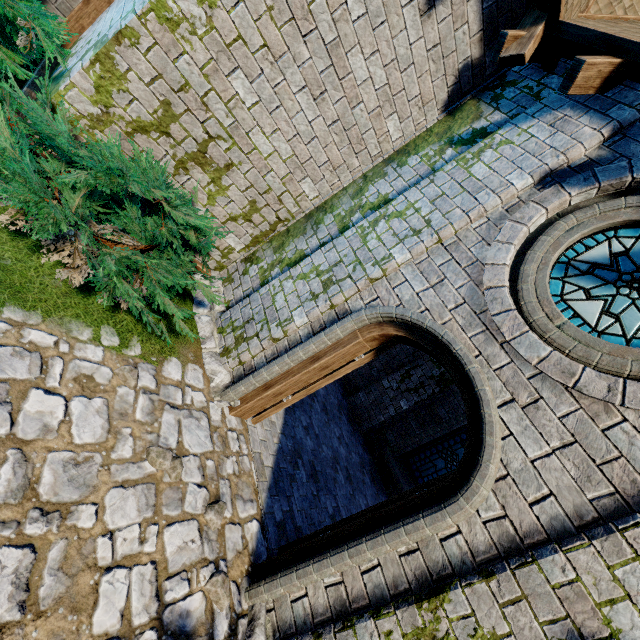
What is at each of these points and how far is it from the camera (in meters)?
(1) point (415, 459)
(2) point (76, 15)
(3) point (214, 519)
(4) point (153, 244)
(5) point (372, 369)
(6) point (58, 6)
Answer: (1) window glass, 8.43
(2) wooden post, 4.76
(3) instancedfoliageactor, 3.11
(4) bush, 3.43
(5) building, 9.58
(6) building, 4.81

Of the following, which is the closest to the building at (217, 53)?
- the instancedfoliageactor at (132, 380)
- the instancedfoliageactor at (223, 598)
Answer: the instancedfoliageactor at (223, 598)

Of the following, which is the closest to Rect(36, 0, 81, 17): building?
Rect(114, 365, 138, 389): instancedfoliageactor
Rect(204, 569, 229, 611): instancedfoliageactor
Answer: Rect(204, 569, 229, 611): instancedfoliageactor

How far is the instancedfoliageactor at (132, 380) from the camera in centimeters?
323cm

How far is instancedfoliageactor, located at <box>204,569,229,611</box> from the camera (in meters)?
2.73

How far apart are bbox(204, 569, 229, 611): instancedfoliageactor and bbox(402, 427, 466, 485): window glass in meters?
6.4

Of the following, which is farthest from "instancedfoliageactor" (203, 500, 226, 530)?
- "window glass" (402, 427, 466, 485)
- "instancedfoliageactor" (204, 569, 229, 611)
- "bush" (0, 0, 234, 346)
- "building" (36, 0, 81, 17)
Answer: "window glass" (402, 427, 466, 485)

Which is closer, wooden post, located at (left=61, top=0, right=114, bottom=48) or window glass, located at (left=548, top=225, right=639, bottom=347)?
window glass, located at (left=548, top=225, right=639, bottom=347)
